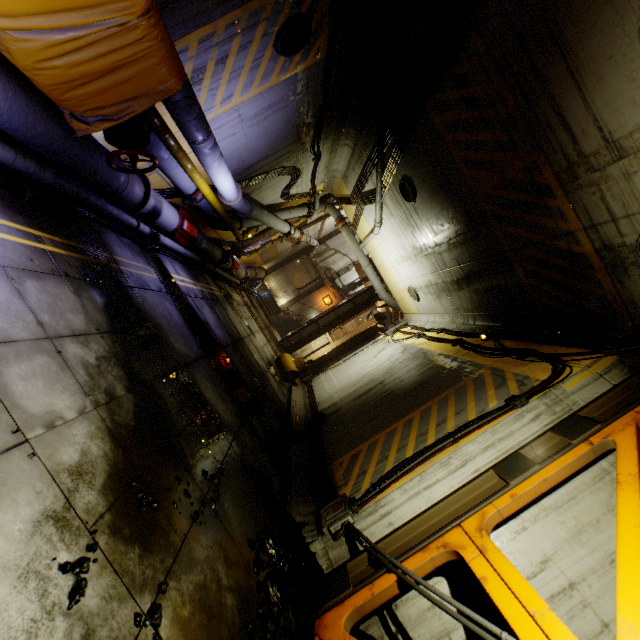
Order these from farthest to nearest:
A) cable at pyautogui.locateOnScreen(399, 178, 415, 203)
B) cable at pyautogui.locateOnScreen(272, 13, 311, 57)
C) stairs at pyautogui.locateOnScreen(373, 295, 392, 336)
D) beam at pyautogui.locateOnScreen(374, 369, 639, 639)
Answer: stairs at pyautogui.locateOnScreen(373, 295, 392, 336)
cable at pyautogui.locateOnScreen(399, 178, 415, 203)
cable at pyautogui.locateOnScreen(272, 13, 311, 57)
beam at pyautogui.locateOnScreen(374, 369, 639, 639)

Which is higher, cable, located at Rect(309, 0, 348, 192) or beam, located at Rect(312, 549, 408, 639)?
cable, located at Rect(309, 0, 348, 192)

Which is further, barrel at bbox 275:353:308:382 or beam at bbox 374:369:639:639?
barrel at bbox 275:353:308:382

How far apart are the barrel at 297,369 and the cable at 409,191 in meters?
8.3 m

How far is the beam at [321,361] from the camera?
22.9 meters

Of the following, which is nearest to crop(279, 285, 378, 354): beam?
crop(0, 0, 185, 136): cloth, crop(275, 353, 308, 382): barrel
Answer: crop(275, 353, 308, 382): barrel

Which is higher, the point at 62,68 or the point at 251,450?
the point at 62,68

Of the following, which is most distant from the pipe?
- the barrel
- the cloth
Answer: the barrel
